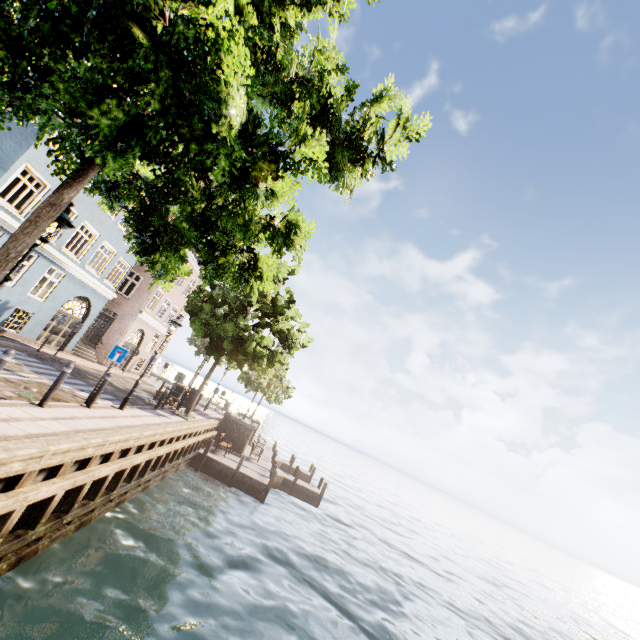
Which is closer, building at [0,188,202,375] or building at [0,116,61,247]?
building at [0,116,61,247]

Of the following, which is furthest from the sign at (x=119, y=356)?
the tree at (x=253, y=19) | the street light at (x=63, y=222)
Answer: the street light at (x=63, y=222)

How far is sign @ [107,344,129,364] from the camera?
10.0 meters

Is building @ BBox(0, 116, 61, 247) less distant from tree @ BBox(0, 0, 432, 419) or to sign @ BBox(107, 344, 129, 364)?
tree @ BBox(0, 0, 432, 419)

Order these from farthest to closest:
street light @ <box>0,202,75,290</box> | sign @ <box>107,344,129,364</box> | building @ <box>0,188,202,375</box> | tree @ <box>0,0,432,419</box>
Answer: building @ <box>0,188,202,375</box>
sign @ <box>107,344,129,364</box>
street light @ <box>0,202,75,290</box>
tree @ <box>0,0,432,419</box>

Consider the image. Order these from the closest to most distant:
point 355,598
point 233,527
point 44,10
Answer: point 44,10 < point 355,598 < point 233,527

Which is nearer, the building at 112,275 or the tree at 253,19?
the tree at 253,19

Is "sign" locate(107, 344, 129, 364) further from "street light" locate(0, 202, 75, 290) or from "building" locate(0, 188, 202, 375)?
"building" locate(0, 188, 202, 375)
